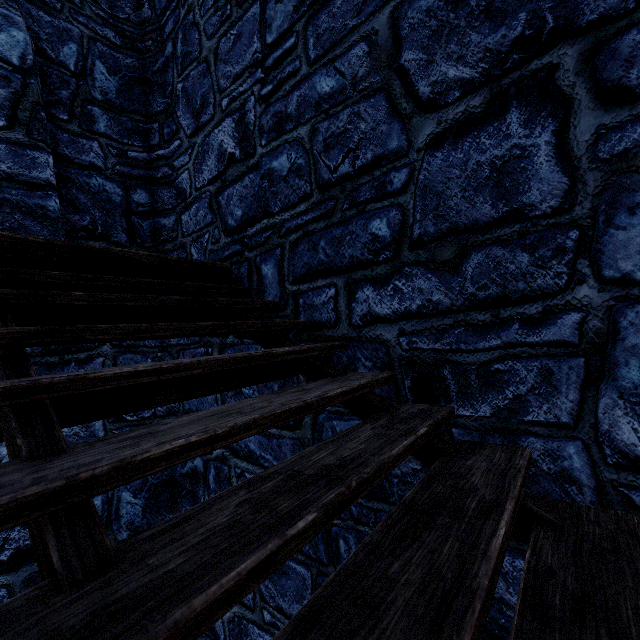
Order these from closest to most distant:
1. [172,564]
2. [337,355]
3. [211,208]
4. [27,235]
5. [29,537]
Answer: [172,564]
[27,235]
[337,355]
[29,537]
[211,208]
